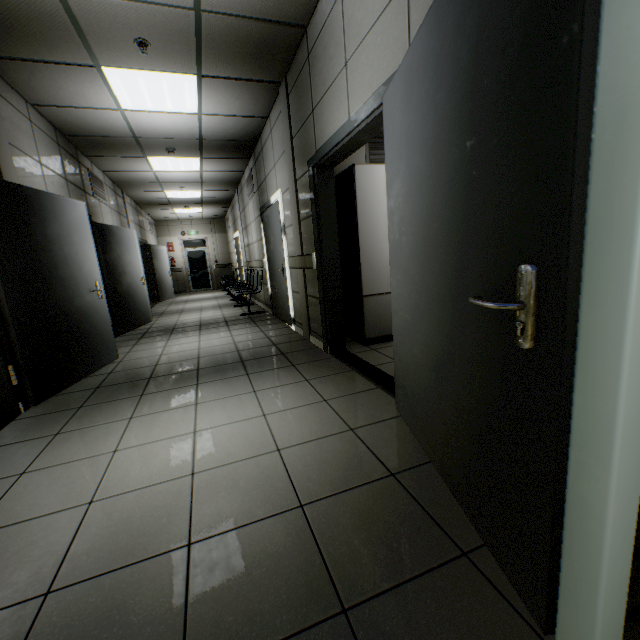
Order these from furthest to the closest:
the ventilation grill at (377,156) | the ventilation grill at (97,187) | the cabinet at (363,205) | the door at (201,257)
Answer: the door at (201,257), the ventilation grill at (97,187), the ventilation grill at (377,156), the cabinet at (363,205)

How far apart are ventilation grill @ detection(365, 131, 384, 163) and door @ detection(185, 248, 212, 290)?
12.5m

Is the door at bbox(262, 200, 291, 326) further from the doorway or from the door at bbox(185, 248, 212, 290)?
the door at bbox(185, 248, 212, 290)

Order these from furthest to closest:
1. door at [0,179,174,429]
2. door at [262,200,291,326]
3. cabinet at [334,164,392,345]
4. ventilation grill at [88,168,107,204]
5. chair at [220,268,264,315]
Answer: chair at [220,268,264,315] < ventilation grill at [88,168,107,204] < door at [262,200,291,326] < cabinet at [334,164,392,345] < door at [0,179,174,429]

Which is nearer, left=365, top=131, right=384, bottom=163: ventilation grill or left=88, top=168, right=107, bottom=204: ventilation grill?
left=365, top=131, right=384, bottom=163: ventilation grill

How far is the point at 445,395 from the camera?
1.4 meters

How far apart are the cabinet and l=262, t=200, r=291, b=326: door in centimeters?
143cm

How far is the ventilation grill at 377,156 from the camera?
4.27m
